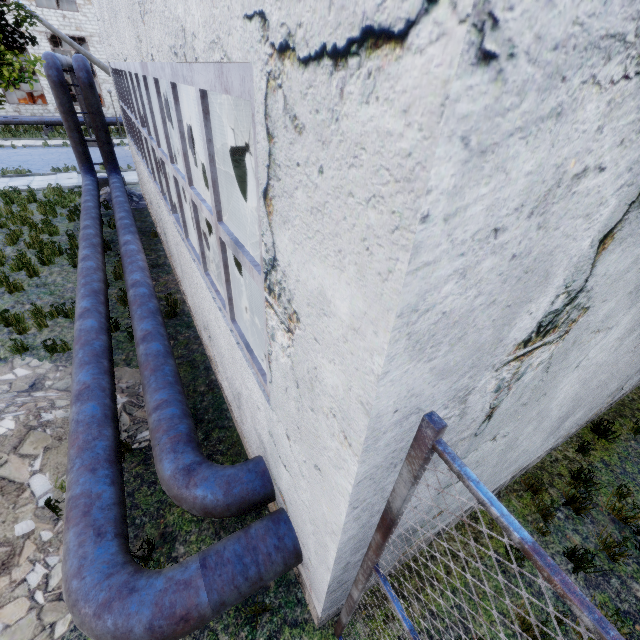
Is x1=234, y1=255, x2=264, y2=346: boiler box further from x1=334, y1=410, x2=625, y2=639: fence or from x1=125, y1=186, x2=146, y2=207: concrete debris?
x1=125, y1=186, x2=146, y2=207: concrete debris

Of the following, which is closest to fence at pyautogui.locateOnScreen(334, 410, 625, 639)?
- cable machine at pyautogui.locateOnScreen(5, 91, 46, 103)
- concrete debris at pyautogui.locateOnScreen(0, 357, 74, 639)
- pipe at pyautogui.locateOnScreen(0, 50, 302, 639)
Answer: pipe at pyautogui.locateOnScreen(0, 50, 302, 639)

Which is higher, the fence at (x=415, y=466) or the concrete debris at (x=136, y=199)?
the fence at (x=415, y=466)

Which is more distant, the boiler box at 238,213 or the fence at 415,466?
the boiler box at 238,213

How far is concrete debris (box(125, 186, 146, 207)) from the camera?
14.7 meters

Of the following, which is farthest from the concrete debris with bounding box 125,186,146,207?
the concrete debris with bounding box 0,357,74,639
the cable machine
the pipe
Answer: the cable machine

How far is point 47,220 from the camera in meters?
11.8

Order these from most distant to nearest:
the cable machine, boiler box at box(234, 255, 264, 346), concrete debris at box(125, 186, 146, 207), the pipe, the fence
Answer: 1. the cable machine
2. concrete debris at box(125, 186, 146, 207)
3. boiler box at box(234, 255, 264, 346)
4. the pipe
5. the fence
